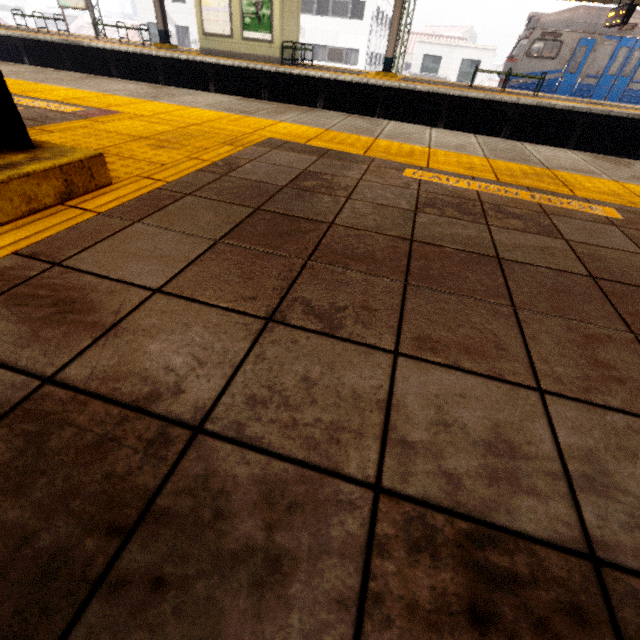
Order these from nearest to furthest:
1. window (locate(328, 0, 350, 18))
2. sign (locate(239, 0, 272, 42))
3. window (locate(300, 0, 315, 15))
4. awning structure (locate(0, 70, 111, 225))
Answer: awning structure (locate(0, 70, 111, 225)), sign (locate(239, 0, 272, 42)), window (locate(328, 0, 350, 18)), window (locate(300, 0, 315, 15))

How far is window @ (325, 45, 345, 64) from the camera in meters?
28.3 m

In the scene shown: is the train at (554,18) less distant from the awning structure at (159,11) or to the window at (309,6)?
the awning structure at (159,11)

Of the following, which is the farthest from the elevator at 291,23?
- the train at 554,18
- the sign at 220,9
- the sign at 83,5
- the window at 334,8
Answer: the window at 334,8

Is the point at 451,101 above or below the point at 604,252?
below

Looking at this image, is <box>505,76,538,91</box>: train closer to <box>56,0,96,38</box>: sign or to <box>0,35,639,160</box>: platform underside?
<box>0,35,639,160</box>: platform underside

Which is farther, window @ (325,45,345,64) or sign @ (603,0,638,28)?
window @ (325,45,345,64)

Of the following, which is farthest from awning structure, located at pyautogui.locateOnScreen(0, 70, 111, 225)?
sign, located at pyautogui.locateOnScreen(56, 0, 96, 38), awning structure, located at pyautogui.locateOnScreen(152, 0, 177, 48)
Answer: sign, located at pyautogui.locateOnScreen(56, 0, 96, 38)
